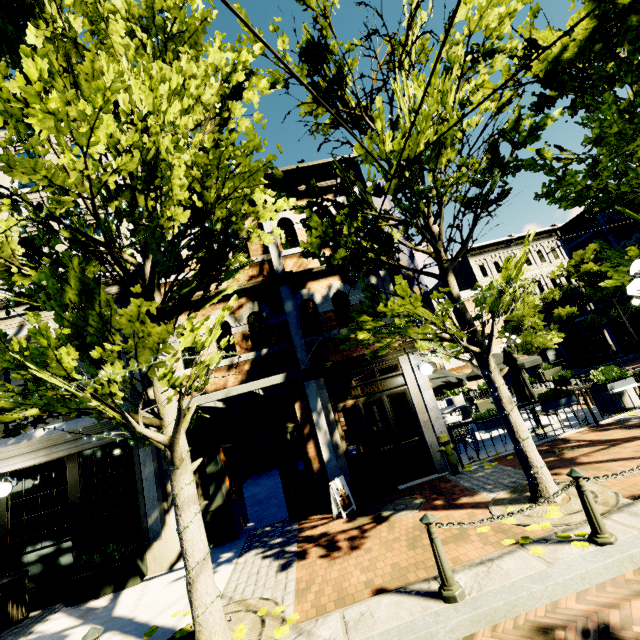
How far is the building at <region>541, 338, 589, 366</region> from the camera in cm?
3015

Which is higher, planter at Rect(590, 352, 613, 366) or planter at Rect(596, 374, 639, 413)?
planter at Rect(596, 374, 639, 413)

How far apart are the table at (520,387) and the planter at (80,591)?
10.31m

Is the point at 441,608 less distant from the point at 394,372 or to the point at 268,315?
the point at 394,372

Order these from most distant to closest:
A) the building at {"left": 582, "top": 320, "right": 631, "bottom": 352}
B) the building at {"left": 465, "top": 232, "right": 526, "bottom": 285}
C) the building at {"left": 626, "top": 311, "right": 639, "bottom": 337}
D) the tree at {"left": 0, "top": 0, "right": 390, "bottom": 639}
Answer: the building at {"left": 465, "top": 232, "right": 526, "bottom": 285} < the building at {"left": 582, "top": 320, "right": 631, "bottom": 352} < the building at {"left": 626, "top": 311, "right": 639, "bottom": 337} < the tree at {"left": 0, "top": 0, "right": 390, "bottom": 639}

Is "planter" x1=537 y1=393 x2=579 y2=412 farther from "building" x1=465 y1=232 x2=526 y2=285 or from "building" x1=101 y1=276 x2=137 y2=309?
"building" x1=465 y1=232 x2=526 y2=285

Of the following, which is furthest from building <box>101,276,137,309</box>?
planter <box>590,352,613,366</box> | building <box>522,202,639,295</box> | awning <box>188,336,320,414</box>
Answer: planter <box>590,352,613,366</box>

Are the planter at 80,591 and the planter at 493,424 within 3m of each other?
no
